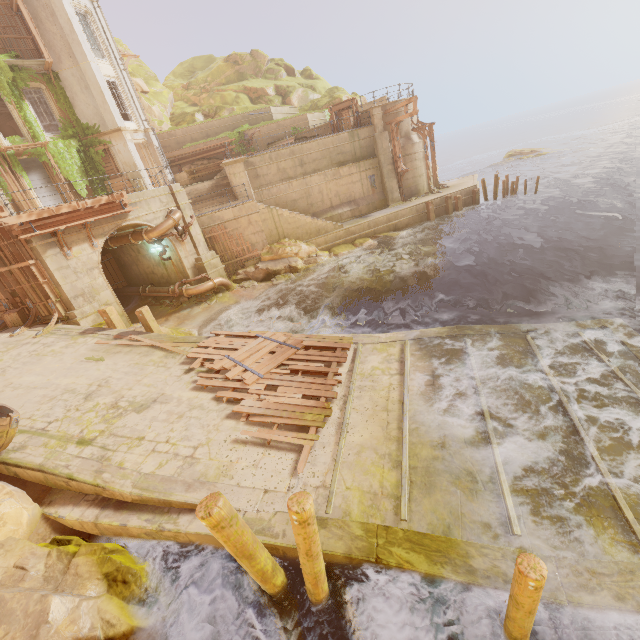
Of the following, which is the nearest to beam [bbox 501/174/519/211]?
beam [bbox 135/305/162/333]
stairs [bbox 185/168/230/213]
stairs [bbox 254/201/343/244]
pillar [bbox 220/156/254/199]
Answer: stairs [bbox 254/201/343/244]

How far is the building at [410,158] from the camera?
24.4m

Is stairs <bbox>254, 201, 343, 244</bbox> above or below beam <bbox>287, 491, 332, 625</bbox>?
above

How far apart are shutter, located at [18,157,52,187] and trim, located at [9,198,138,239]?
11.43m

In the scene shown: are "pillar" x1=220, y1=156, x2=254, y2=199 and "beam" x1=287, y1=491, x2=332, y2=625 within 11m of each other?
no

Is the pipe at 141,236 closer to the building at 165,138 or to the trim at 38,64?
the building at 165,138

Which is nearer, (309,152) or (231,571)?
(231,571)

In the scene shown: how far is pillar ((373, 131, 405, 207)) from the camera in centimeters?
2378cm
